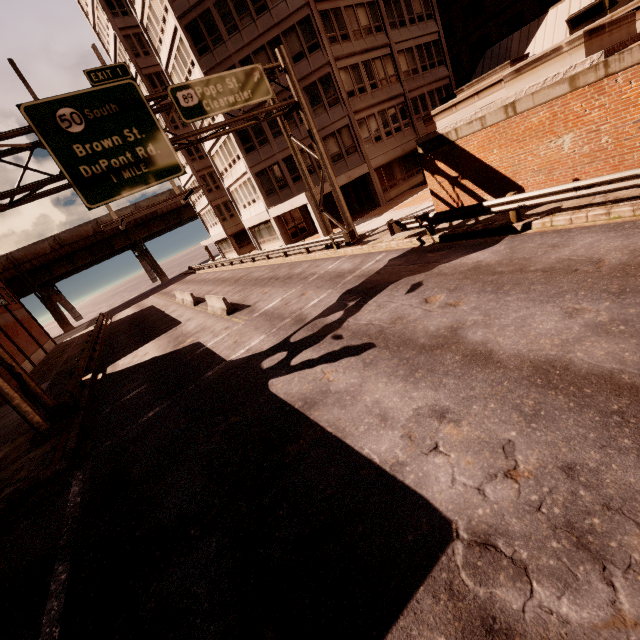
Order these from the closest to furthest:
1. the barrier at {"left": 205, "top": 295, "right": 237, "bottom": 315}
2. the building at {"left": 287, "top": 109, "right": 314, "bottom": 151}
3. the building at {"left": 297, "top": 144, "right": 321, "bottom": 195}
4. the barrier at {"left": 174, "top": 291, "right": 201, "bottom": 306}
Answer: the barrier at {"left": 205, "top": 295, "right": 237, "bottom": 315} < the barrier at {"left": 174, "top": 291, "right": 201, "bottom": 306} < the building at {"left": 287, "top": 109, "right": 314, "bottom": 151} < the building at {"left": 297, "top": 144, "right": 321, "bottom": 195}

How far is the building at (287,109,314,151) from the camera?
26.14m

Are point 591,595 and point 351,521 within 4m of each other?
yes

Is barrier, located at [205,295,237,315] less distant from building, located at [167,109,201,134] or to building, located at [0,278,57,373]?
building, located at [167,109,201,134]

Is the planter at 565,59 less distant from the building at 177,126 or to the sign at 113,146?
the sign at 113,146

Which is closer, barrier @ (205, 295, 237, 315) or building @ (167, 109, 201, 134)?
barrier @ (205, 295, 237, 315)

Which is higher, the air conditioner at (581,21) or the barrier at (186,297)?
the air conditioner at (581,21)
